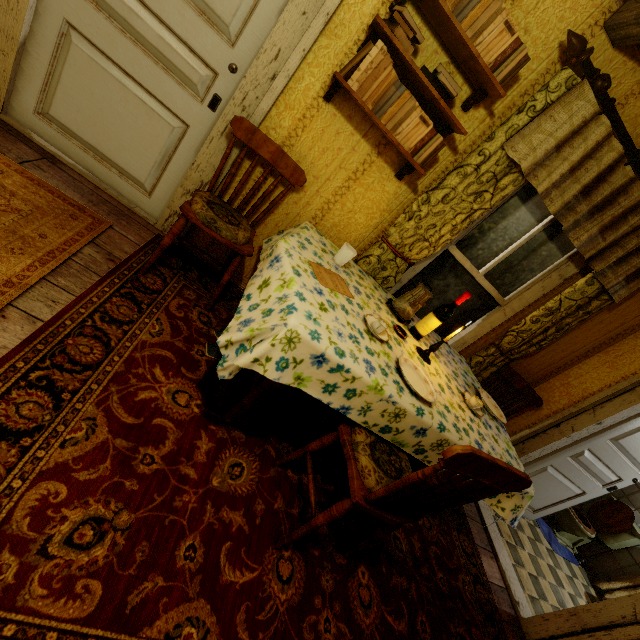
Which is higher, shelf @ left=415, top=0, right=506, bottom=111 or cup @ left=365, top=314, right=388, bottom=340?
shelf @ left=415, top=0, right=506, bottom=111

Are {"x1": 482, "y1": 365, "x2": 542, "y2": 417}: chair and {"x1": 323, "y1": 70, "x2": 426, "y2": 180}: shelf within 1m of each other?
no

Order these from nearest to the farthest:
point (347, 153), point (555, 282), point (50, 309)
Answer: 1. point (50, 309)
2. point (347, 153)
3. point (555, 282)

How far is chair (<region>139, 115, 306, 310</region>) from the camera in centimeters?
195cm

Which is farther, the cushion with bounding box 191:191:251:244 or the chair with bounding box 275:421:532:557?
the cushion with bounding box 191:191:251:244

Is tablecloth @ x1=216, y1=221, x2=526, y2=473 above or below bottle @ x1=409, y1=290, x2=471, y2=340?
below

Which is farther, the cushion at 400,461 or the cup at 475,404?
the cup at 475,404

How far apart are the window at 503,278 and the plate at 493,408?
0.9 meters
